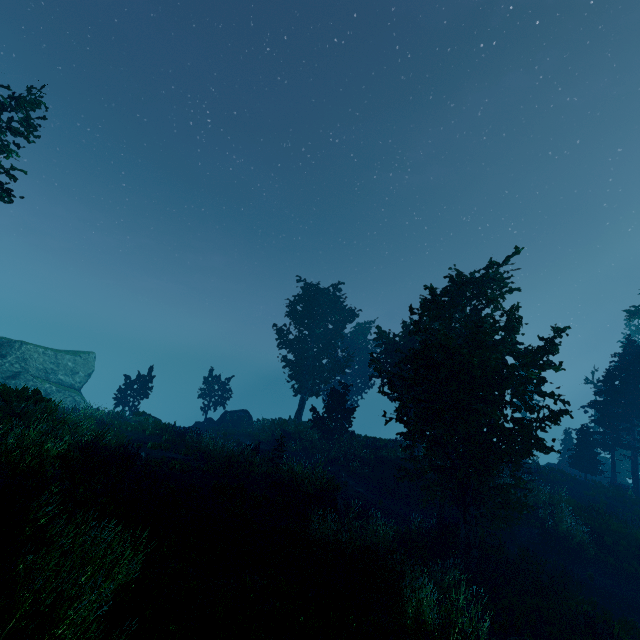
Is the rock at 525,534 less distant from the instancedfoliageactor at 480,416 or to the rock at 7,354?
the instancedfoliageactor at 480,416

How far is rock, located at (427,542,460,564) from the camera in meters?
12.9 m

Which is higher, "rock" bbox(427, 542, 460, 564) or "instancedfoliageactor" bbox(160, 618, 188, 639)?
"instancedfoliageactor" bbox(160, 618, 188, 639)

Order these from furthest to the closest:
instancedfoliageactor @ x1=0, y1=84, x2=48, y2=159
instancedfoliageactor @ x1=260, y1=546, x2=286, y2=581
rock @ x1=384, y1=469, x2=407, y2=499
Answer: rock @ x1=384, y1=469, x2=407, y2=499 < instancedfoliageactor @ x1=0, y1=84, x2=48, y2=159 < instancedfoliageactor @ x1=260, y1=546, x2=286, y2=581

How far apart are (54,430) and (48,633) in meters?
10.6

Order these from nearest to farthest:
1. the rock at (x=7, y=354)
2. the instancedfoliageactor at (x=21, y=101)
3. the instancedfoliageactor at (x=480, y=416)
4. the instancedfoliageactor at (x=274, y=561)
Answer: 1. the instancedfoliageactor at (x=480, y=416)
2. the instancedfoliageactor at (x=274, y=561)
3. the instancedfoliageactor at (x=21, y=101)
4. the rock at (x=7, y=354)

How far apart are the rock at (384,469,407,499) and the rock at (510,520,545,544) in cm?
595
